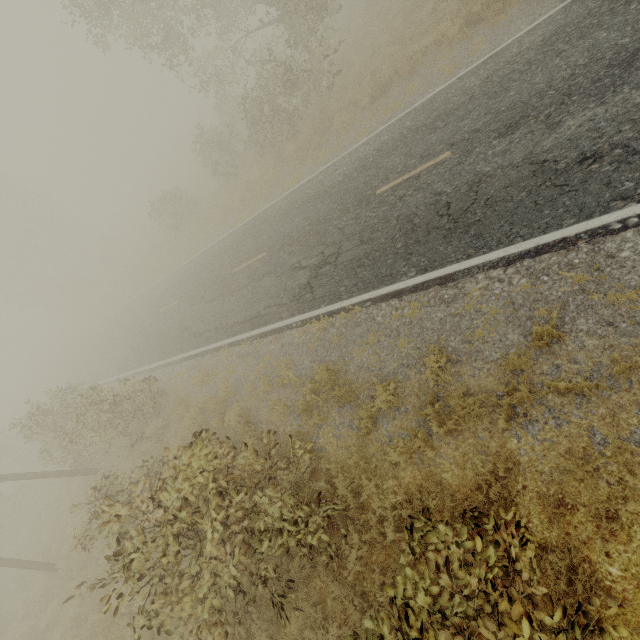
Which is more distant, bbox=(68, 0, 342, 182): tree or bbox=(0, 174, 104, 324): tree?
bbox=(0, 174, 104, 324): tree

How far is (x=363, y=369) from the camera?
7.4m

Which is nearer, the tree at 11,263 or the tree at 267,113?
the tree at 267,113
